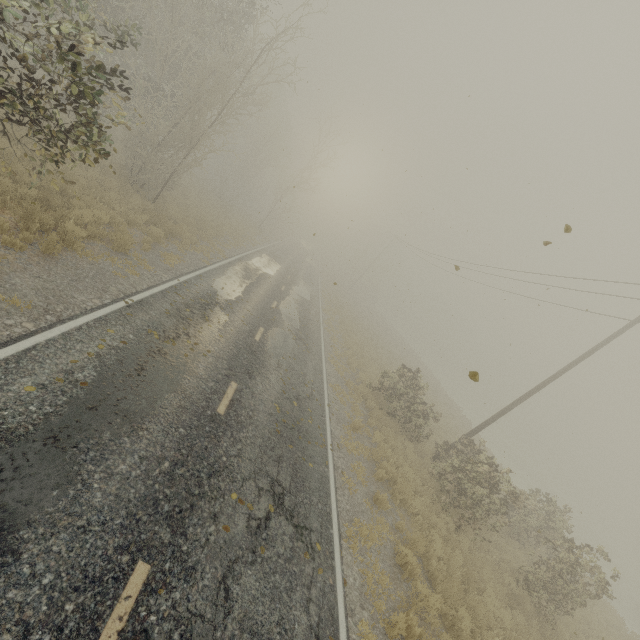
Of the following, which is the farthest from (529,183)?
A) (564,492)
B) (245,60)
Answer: (564,492)

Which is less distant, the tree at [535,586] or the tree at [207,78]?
the tree at [207,78]

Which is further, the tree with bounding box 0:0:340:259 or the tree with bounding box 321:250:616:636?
the tree with bounding box 321:250:616:636
